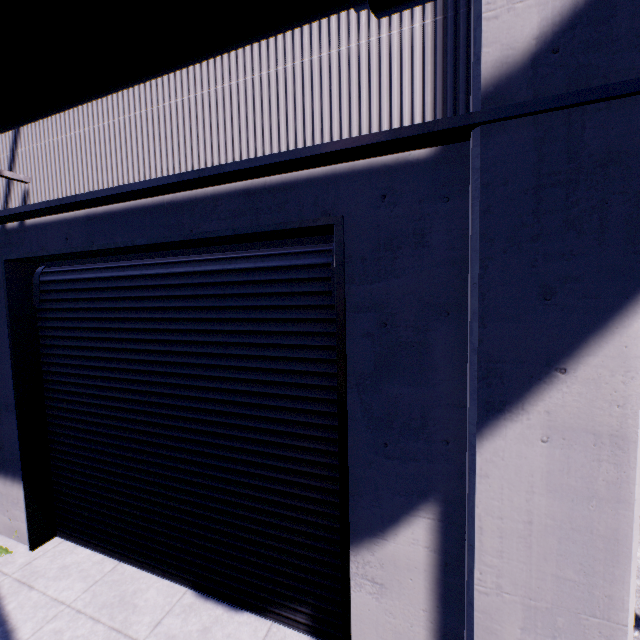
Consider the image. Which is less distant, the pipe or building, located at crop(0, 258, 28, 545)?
the pipe

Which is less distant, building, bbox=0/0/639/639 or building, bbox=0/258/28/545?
building, bbox=0/0/639/639

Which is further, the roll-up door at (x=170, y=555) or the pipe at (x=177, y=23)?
the roll-up door at (x=170, y=555)

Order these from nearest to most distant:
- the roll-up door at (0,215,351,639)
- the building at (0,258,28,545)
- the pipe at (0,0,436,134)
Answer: the pipe at (0,0,436,134) < the roll-up door at (0,215,351,639) < the building at (0,258,28,545)

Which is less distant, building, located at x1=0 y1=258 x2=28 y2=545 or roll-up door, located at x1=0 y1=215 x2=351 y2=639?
roll-up door, located at x1=0 y1=215 x2=351 y2=639

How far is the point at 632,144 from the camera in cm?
188

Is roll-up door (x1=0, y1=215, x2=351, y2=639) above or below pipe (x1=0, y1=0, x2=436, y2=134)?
below

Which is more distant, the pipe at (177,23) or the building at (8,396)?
the building at (8,396)
